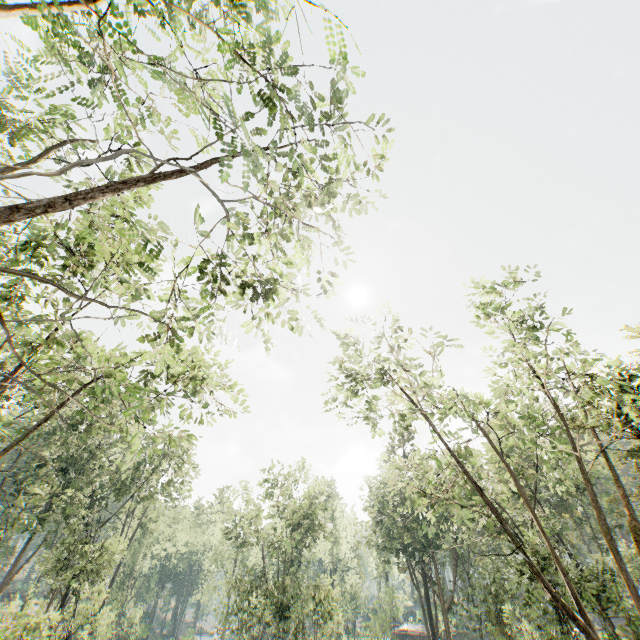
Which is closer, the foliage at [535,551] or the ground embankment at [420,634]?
the foliage at [535,551]

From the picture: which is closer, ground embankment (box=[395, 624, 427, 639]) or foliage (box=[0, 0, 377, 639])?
foliage (box=[0, 0, 377, 639])

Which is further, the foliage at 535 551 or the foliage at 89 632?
the foliage at 535 551

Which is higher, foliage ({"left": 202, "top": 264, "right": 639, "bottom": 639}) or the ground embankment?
foliage ({"left": 202, "top": 264, "right": 639, "bottom": 639})

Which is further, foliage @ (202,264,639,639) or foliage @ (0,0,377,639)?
foliage @ (202,264,639,639)

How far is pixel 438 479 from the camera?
26.3 meters

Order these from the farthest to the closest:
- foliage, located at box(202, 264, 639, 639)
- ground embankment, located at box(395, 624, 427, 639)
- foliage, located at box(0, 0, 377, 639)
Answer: ground embankment, located at box(395, 624, 427, 639) → foliage, located at box(202, 264, 639, 639) → foliage, located at box(0, 0, 377, 639)
